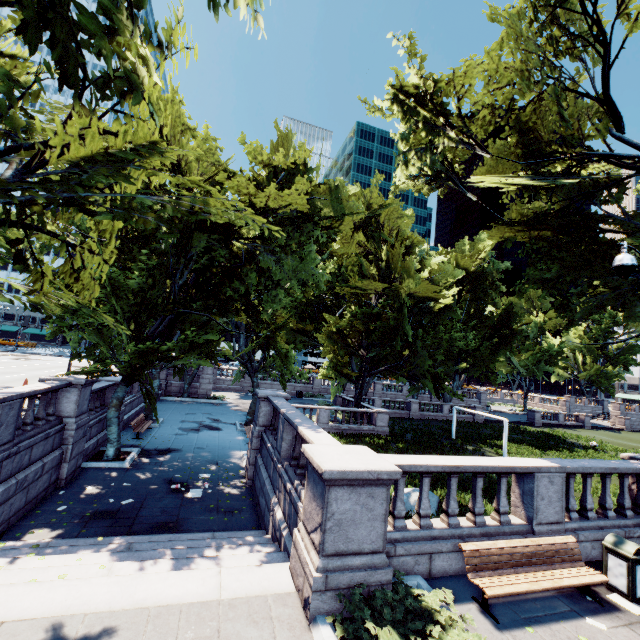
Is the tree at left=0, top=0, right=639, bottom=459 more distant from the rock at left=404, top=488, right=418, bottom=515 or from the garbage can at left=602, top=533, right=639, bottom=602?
the rock at left=404, top=488, right=418, bottom=515

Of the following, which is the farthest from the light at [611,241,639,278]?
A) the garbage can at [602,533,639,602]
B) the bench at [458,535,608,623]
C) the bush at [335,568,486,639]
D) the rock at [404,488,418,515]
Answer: the rock at [404,488,418,515]

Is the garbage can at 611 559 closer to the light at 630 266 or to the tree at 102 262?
the light at 630 266

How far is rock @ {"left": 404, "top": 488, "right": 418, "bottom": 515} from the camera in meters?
13.6 m

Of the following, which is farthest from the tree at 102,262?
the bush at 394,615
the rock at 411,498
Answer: the rock at 411,498

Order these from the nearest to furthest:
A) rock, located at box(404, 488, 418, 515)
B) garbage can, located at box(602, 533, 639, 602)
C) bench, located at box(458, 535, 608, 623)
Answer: bench, located at box(458, 535, 608, 623) < garbage can, located at box(602, 533, 639, 602) < rock, located at box(404, 488, 418, 515)

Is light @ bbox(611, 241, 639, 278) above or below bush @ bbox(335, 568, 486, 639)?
above

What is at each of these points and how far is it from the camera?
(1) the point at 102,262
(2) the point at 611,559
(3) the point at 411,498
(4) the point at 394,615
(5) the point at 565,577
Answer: (1) tree, 6.12m
(2) garbage can, 6.68m
(3) rock, 13.95m
(4) bush, 4.96m
(5) bench, 6.12m
